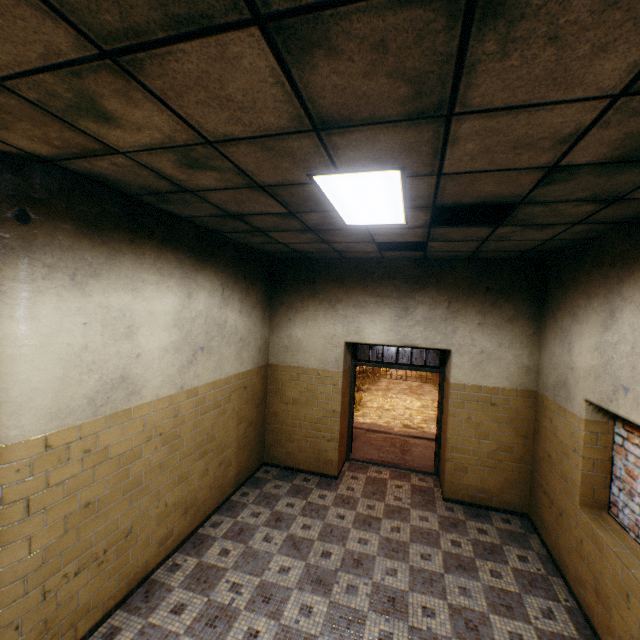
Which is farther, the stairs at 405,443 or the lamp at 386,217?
the stairs at 405,443

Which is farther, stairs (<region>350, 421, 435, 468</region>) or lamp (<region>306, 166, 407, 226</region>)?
stairs (<region>350, 421, 435, 468</region>)

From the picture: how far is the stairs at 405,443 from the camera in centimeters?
680cm

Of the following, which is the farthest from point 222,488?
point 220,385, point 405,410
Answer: point 405,410

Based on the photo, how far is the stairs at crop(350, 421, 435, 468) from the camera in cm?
680

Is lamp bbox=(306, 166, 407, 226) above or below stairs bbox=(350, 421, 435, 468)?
above

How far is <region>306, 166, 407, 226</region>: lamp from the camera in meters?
2.2
